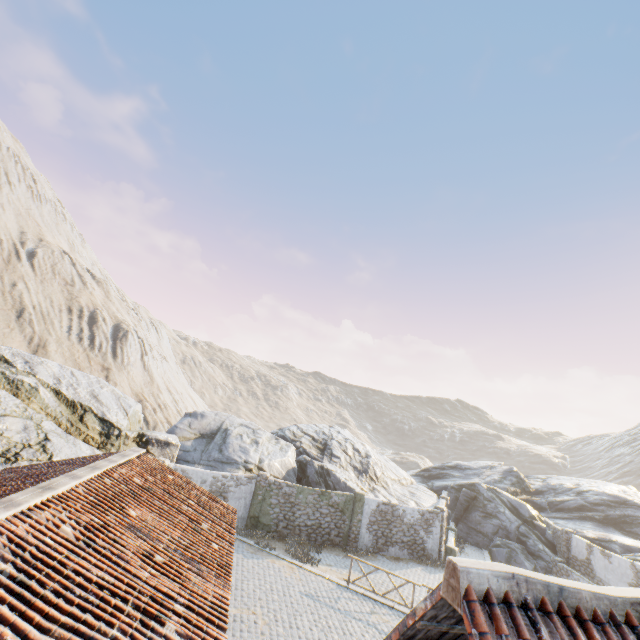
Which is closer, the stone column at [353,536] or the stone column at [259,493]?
the stone column at [259,493]

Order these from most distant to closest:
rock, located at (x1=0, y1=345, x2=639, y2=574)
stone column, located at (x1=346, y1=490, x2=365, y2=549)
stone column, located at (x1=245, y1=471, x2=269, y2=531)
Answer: stone column, located at (x1=346, y1=490, x2=365, y2=549) → stone column, located at (x1=245, y1=471, x2=269, y2=531) → rock, located at (x1=0, y1=345, x2=639, y2=574)

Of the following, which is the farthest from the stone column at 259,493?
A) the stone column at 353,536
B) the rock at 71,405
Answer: the stone column at 353,536

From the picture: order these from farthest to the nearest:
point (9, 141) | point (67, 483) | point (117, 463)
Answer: point (9, 141) → point (117, 463) → point (67, 483)

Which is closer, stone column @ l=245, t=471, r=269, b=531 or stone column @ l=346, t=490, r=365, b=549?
stone column @ l=245, t=471, r=269, b=531

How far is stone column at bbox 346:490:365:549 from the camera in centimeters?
1967cm

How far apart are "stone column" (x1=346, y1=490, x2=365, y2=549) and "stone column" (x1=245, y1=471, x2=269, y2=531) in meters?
5.5 m

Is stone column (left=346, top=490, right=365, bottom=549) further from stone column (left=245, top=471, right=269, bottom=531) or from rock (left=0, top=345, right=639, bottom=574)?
stone column (left=245, top=471, right=269, bottom=531)
